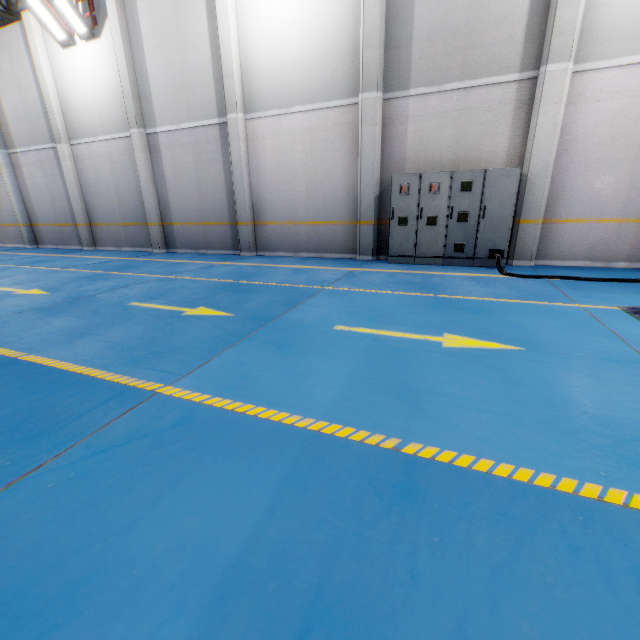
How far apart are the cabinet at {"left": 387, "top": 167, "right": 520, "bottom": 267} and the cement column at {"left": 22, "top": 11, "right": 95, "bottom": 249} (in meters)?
12.41

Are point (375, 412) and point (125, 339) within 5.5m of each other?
yes

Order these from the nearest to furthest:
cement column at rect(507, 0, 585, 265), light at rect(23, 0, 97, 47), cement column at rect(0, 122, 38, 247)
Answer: cement column at rect(507, 0, 585, 265) < light at rect(23, 0, 97, 47) < cement column at rect(0, 122, 38, 247)

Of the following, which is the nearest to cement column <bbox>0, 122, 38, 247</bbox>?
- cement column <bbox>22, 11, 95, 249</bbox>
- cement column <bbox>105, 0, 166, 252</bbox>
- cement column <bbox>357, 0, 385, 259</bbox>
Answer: cement column <bbox>22, 11, 95, 249</bbox>

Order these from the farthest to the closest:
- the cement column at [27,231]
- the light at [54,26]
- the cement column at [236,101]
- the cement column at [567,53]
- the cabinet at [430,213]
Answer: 1. the cement column at [27,231]
2. the light at [54,26]
3. the cement column at [236,101]
4. the cabinet at [430,213]
5. the cement column at [567,53]

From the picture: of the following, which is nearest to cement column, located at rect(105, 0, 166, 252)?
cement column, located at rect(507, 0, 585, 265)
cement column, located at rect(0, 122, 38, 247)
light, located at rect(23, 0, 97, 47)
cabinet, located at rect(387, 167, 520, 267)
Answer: light, located at rect(23, 0, 97, 47)

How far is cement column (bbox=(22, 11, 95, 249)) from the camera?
11.17m

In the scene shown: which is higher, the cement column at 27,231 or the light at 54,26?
the light at 54,26
